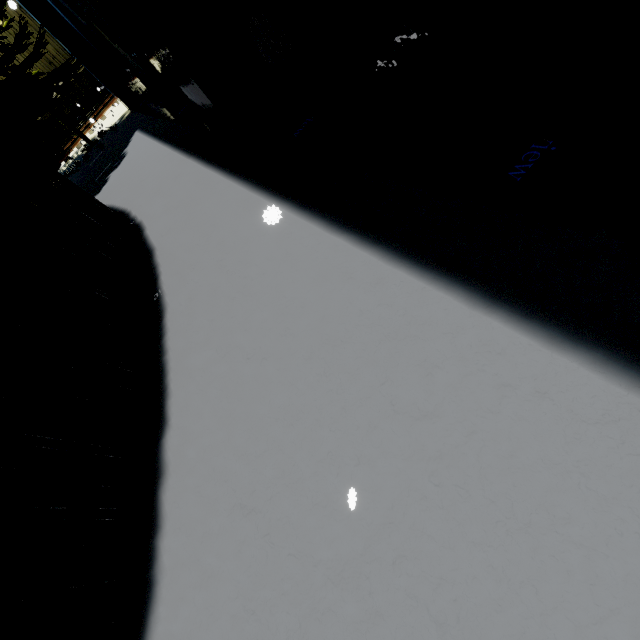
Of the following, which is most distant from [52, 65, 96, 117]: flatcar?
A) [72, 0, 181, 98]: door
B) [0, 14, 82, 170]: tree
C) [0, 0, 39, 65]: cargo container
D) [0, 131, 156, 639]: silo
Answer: [0, 131, 156, 639]: silo

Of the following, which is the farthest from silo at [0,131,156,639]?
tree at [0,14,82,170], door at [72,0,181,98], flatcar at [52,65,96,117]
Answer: flatcar at [52,65,96,117]

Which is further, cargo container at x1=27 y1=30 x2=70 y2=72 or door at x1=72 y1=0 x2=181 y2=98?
cargo container at x1=27 y1=30 x2=70 y2=72

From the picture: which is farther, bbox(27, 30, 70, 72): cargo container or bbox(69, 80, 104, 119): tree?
bbox(69, 80, 104, 119): tree

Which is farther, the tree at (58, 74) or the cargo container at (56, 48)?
the cargo container at (56, 48)

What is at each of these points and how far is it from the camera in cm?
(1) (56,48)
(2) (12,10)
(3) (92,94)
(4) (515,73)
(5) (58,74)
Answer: (1) cargo container, 1431
(2) cargo container, 1316
(3) tree, 2106
(4) building, 169
(5) tree, 928

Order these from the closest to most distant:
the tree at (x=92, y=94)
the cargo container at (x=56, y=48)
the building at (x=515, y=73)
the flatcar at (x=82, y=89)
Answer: the building at (x=515, y=73), the cargo container at (x=56, y=48), the flatcar at (x=82, y=89), the tree at (x=92, y=94)

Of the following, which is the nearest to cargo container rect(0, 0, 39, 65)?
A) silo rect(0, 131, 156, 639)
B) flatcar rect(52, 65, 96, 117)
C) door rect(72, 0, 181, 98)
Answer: flatcar rect(52, 65, 96, 117)
